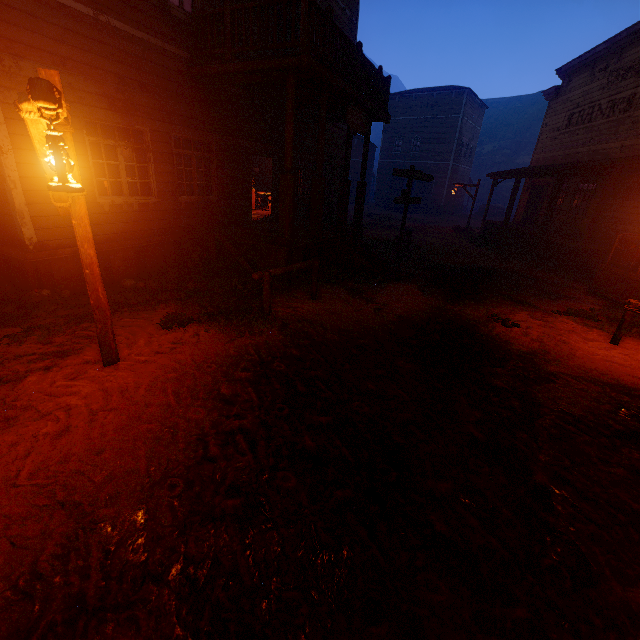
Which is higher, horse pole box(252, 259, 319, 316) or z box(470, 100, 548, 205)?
z box(470, 100, 548, 205)

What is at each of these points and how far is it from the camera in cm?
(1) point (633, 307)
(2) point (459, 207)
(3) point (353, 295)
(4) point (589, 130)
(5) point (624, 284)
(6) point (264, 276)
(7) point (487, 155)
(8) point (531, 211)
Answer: →
(1) horse pole, 605
(2) building, 3891
(3) z, 805
(4) building, 1459
(5) wooden box, 879
(6) horse pole, 608
(7) z, 5350
(8) bp, 1927

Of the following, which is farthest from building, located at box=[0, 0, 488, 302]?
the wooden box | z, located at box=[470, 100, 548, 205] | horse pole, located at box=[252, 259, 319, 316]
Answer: z, located at box=[470, 100, 548, 205]

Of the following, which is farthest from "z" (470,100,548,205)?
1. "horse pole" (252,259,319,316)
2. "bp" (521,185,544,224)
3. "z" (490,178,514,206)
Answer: "horse pole" (252,259,319,316)

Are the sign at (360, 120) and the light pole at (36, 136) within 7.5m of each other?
yes

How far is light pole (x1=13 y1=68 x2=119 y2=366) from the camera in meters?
2.3

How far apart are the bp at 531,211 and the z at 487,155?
43.1 meters

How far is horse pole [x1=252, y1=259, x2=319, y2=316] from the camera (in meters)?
6.08
